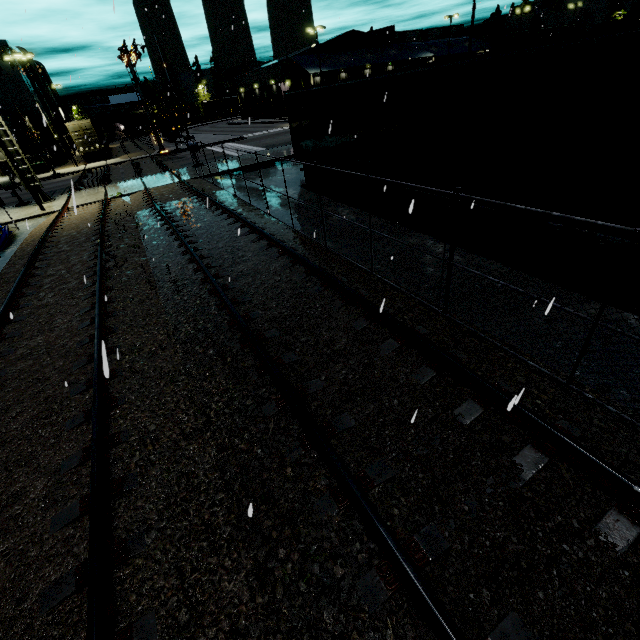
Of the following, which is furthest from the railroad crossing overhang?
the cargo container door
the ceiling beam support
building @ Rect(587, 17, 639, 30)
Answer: the ceiling beam support

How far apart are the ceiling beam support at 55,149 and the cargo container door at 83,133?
14.9m

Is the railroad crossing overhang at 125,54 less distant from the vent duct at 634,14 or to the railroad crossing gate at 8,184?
the railroad crossing gate at 8,184

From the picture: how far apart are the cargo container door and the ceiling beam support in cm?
1491

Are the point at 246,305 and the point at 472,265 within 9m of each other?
yes

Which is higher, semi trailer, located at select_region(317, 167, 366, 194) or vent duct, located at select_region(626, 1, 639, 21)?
vent duct, located at select_region(626, 1, 639, 21)

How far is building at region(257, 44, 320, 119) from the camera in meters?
47.9 m
